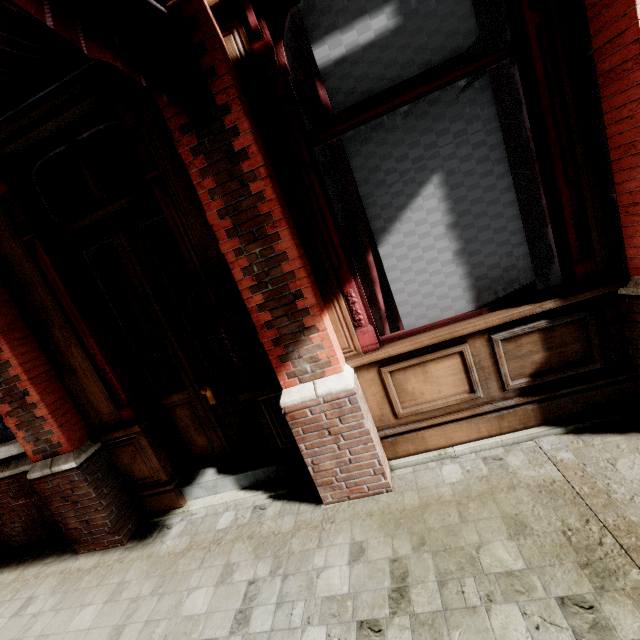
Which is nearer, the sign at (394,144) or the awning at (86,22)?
the awning at (86,22)

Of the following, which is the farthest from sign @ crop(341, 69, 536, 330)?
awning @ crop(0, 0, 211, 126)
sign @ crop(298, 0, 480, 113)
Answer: awning @ crop(0, 0, 211, 126)

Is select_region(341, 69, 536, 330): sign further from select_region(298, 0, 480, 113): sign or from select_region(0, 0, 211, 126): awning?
select_region(0, 0, 211, 126): awning

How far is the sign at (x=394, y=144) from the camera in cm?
216

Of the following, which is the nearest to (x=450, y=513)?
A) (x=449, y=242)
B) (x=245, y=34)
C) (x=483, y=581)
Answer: (x=483, y=581)

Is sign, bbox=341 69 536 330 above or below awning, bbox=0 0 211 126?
below

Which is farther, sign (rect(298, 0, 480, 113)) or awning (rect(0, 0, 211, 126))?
sign (rect(298, 0, 480, 113))
